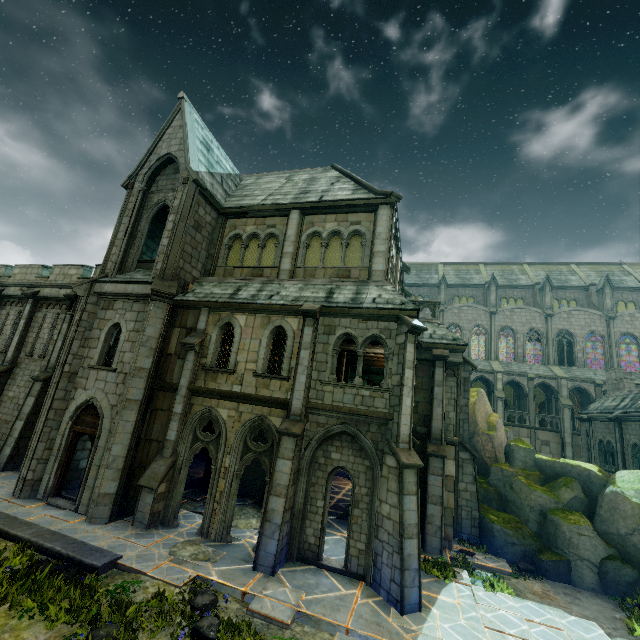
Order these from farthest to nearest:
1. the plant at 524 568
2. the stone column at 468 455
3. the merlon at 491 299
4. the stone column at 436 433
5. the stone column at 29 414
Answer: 1. the merlon at 491 299
2. the stone column at 29 414
3. the stone column at 468 455
4. the stone column at 436 433
5. the plant at 524 568

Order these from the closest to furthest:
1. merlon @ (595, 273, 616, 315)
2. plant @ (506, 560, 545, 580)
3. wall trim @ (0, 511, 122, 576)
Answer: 1. wall trim @ (0, 511, 122, 576)
2. plant @ (506, 560, 545, 580)
3. merlon @ (595, 273, 616, 315)

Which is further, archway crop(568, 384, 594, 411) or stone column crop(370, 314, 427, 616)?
archway crop(568, 384, 594, 411)

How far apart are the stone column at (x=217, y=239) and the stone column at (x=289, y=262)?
3.37m

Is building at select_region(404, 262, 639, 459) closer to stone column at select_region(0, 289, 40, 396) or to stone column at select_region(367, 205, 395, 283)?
stone column at select_region(367, 205, 395, 283)

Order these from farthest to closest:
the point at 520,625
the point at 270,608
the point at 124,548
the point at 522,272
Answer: the point at 522,272
the point at 124,548
the point at 520,625
the point at 270,608

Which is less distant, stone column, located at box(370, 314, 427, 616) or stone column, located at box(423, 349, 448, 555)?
stone column, located at box(370, 314, 427, 616)

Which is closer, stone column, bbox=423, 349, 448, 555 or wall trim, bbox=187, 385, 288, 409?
wall trim, bbox=187, 385, 288, 409
